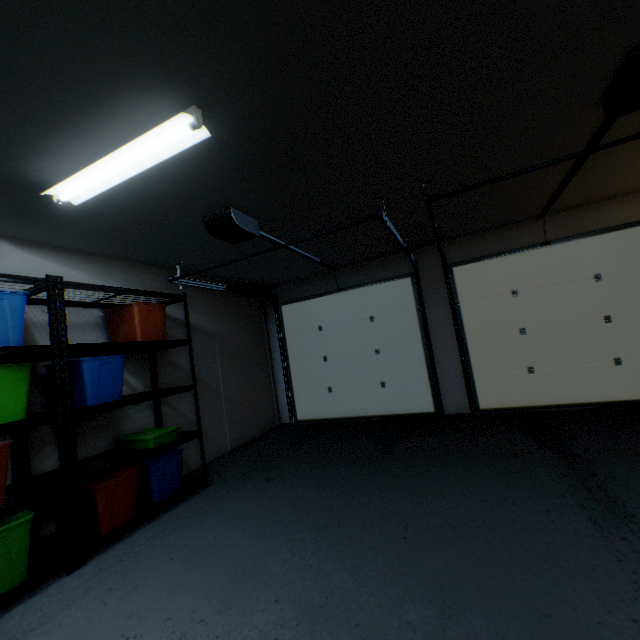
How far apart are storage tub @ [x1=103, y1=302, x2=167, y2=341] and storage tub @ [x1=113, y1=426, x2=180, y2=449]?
0.8 meters

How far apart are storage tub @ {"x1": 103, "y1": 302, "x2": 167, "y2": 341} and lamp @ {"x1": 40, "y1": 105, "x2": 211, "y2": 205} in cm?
98

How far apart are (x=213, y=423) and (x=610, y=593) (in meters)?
3.92

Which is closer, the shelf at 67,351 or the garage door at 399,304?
the shelf at 67,351

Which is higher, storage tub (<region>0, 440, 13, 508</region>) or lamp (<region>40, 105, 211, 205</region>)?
lamp (<region>40, 105, 211, 205</region>)

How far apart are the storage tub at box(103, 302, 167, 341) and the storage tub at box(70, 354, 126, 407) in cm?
23

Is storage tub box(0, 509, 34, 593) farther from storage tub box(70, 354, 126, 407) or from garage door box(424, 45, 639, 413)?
garage door box(424, 45, 639, 413)

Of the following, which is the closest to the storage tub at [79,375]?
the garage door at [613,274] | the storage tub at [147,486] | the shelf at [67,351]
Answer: the shelf at [67,351]
